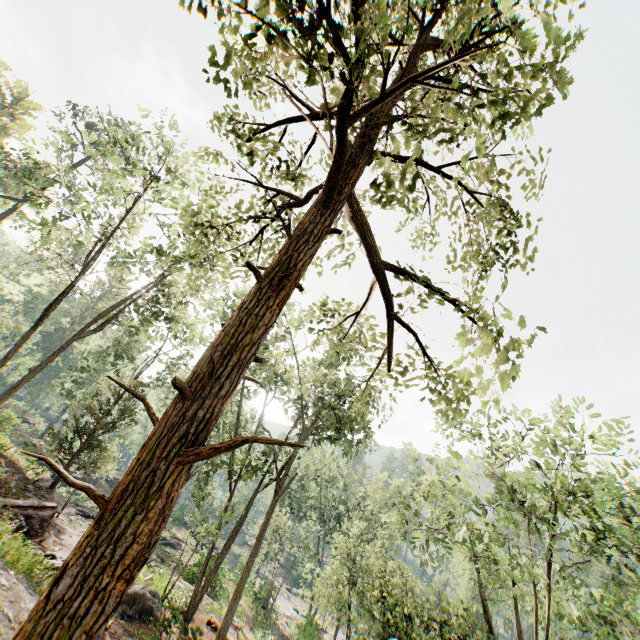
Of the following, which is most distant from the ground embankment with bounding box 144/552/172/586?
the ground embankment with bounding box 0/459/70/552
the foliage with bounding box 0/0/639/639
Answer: the ground embankment with bounding box 0/459/70/552

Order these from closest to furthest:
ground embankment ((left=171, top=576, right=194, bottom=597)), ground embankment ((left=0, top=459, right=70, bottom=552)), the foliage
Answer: the foliage < ground embankment ((left=0, top=459, right=70, bottom=552)) < ground embankment ((left=171, top=576, right=194, bottom=597))

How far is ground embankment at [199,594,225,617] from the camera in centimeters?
1883cm

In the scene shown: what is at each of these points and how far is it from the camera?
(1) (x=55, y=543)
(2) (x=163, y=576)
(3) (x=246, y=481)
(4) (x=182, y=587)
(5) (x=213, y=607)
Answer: (1) ground embankment, 17.39m
(2) ground embankment, 19.02m
(3) foliage, 19.75m
(4) ground embankment, 21.56m
(5) ground embankment, 18.84m

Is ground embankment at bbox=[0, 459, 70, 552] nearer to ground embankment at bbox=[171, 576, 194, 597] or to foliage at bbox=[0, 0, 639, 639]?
foliage at bbox=[0, 0, 639, 639]

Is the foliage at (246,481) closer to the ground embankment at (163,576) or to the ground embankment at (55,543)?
the ground embankment at (55,543)

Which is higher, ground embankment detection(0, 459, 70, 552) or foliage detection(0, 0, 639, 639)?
foliage detection(0, 0, 639, 639)

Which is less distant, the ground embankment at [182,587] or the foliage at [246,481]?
the foliage at [246,481]
